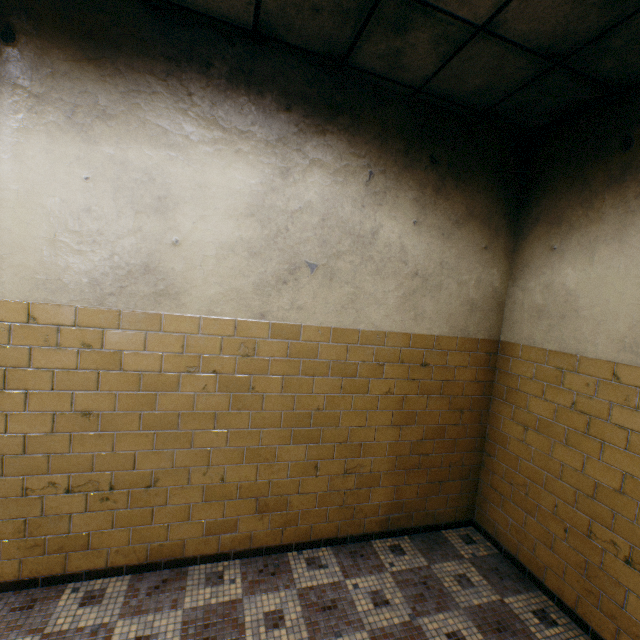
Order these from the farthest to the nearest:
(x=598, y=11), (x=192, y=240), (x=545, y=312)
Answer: (x=545, y=312), (x=192, y=240), (x=598, y=11)
